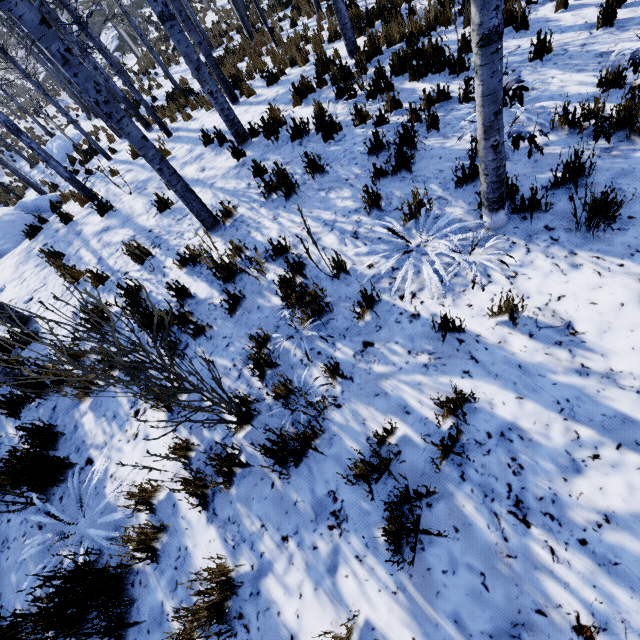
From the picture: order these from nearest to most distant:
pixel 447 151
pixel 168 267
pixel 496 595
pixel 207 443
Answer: pixel 496 595 → pixel 207 443 → pixel 447 151 → pixel 168 267

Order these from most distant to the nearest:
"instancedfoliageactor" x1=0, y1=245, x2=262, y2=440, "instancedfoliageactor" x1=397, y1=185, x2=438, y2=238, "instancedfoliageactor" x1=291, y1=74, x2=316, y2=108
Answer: "instancedfoliageactor" x1=291, y1=74, x2=316, y2=108 → "instancedfoliageactor" x1=397, y1=185, x2=438, y2=238 → "instancedfoliageactor" x1=0, y1=245, x2=262, y2=440

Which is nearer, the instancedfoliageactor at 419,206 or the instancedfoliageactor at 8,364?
the instancedfoliageactor at 8,364

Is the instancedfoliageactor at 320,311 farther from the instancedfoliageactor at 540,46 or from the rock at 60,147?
the rock at 60,147

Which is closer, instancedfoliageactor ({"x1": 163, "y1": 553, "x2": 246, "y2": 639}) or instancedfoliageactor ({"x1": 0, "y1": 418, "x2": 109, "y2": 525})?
instancedfoliageactor ({"x1": 163, "y1": 553, "x2": 246, "y2": 639})

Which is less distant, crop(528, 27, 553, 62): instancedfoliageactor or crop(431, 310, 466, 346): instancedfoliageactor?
crop(431, 310, 466, 346): instancedfoliageactor

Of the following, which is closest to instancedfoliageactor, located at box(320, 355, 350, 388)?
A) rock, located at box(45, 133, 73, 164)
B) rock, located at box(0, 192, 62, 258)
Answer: rock, located at box(0, 192, 62, 258)
